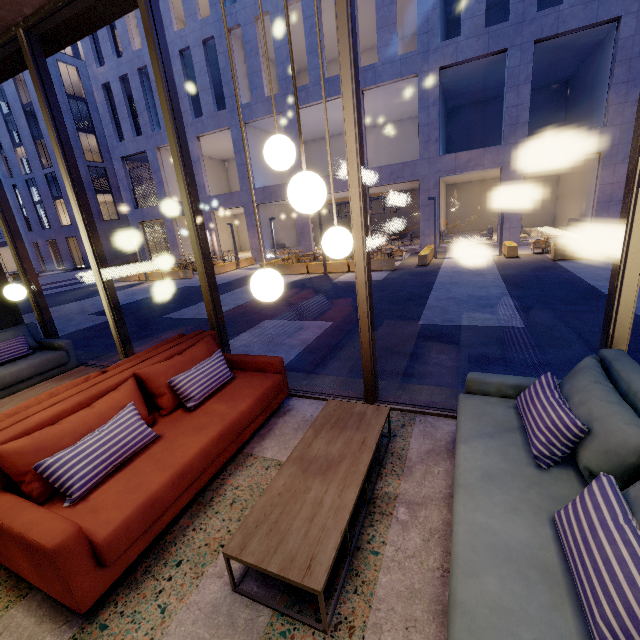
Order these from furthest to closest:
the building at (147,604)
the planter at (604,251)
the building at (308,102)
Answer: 1. the building at (308,102)
2. the planter at (604,251)
3. the building at (147,604)

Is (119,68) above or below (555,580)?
above

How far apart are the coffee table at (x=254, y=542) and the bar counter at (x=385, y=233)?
23.71m

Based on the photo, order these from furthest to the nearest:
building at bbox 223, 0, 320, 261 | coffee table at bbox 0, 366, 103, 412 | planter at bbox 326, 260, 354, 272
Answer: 1. building at bbox 223, 0, 320, 261
2. planter at bbox 326, 260, 354, 272
3. coffee table at bbox 0, 366, 103, 412

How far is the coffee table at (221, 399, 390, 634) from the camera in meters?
1.7

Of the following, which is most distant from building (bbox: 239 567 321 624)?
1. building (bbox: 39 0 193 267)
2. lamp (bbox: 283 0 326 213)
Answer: building (bbox: 39 0 193 267)

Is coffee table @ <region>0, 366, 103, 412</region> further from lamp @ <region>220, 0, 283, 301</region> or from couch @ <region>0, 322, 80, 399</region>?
lamp @ <region>220, 0, 283, 301</region>

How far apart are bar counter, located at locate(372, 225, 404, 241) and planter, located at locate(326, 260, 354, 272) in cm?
1171
